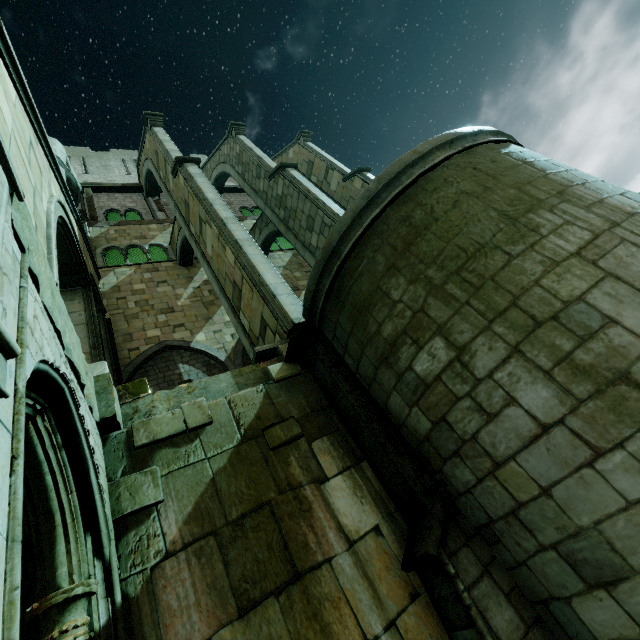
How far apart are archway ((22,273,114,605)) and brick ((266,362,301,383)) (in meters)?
2.63

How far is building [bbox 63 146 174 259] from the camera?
17.28m

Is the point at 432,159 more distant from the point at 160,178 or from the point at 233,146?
the point at 233,146

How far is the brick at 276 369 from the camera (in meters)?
5.89

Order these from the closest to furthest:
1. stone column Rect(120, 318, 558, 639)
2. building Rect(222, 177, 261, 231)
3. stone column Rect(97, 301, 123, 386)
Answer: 1. stone column Rect(120, 318, 558, 639)
2. stone column Rect(97, 301, 123, 386)
3. building Rect(222, 177, 261, 231)

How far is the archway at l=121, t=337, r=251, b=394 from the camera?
11.3m

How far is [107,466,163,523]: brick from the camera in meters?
3.9 m

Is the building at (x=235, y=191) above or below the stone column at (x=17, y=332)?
above
